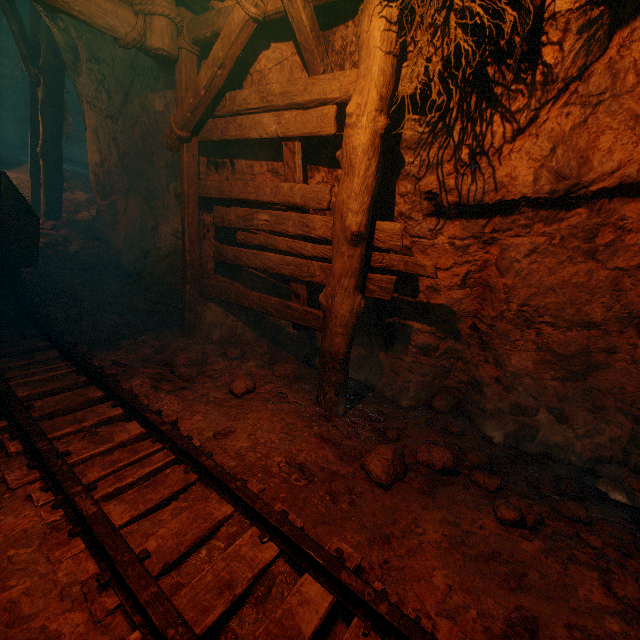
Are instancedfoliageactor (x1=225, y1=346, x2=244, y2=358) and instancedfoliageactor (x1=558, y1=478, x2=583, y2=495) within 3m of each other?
no

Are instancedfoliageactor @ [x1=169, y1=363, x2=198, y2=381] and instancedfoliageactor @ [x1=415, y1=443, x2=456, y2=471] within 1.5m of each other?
no

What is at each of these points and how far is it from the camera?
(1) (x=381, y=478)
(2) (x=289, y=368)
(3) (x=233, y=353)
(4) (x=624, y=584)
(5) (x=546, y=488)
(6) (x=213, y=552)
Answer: (1) instancedfoliageactor, 2.6 meters
(2) instancedfoliageactor, 4.2 meters
(3) instancedfoliageactor, 4.4 meters
(4) instancedfoliageactor, 1.8 meters
(5) instancedfoliageactor, 2.8 meters
(6) z, 2.0 meters

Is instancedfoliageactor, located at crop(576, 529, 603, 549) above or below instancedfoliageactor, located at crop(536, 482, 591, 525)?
above

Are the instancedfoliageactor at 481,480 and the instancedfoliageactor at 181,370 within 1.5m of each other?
no

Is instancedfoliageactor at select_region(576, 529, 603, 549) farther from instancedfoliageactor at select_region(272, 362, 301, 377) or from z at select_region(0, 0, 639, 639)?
instancedfoliageactor at select_region(272, 362, 301, 377)

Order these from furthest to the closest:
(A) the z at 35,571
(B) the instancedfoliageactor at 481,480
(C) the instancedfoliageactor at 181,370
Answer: (C) the instancedfoliageactor at 181,370
(B) the instancedfoliageactor at 481,480
(A) the z at 35,571

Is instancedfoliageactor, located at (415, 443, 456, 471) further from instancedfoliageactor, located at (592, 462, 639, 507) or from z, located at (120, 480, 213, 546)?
instancedfoliageactor, located at (592, 462, 639, 507)
